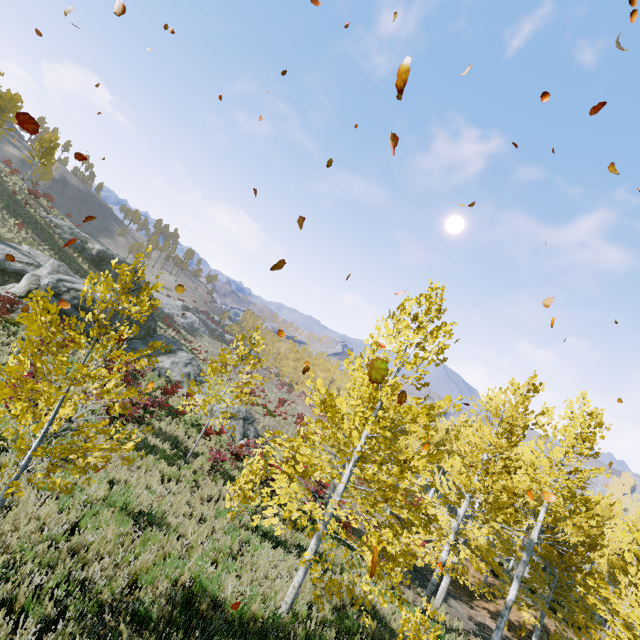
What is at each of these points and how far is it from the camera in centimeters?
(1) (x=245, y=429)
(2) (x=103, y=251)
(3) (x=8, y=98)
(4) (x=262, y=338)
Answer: (1) rock, 2317cm
(2) rock, 3791cm
(3) instancedfoliageactor, 3278cm
(4) instancedfoliageactor, 1331cm

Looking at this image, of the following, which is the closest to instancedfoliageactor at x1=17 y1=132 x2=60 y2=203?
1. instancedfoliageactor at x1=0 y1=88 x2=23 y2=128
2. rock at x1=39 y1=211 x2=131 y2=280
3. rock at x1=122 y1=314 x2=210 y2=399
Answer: rock at x1=122 y1=314 x2=210 y2=399

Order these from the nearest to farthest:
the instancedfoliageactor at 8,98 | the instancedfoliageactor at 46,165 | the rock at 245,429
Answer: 1. the rock at 245,429
2. the instancedfoliageactor at 8,98
3. the instancedfoliageactor at 46,165

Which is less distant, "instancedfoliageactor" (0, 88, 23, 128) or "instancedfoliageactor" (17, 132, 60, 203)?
"instancedfoliageactor" (0, 88, 23, 128)

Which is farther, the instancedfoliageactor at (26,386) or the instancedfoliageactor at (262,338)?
the instancedfoliageactor at (262,338)

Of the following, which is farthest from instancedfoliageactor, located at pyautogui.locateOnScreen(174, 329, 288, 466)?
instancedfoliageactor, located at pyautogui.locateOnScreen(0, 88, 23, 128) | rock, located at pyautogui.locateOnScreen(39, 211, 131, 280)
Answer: instancedfoliageactor, located at pyautogui.locateOnScreen(0, 88, 23, 128)

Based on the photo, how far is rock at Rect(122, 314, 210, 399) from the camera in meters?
22.7 m

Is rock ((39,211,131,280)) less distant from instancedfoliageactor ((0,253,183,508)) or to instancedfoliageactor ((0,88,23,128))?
instancedfoliageactor ((0,88,23,128))
